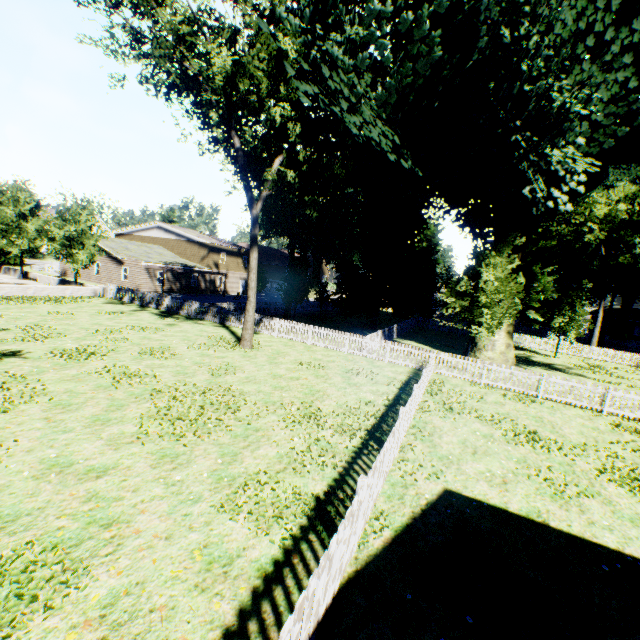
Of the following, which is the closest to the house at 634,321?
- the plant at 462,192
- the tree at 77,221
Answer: the plant at 462,192

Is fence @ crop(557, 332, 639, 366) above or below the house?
below

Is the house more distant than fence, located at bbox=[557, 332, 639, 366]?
Yes

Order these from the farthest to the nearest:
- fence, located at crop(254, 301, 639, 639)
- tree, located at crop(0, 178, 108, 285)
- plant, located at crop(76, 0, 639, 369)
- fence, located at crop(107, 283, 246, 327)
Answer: tree, located at crop(0, 178, 108, 285) → fence, located at crop(107, 283, 246, 327) → plant, located at crop(76, 0, 639, 369) → fence, located at crop(254, 301, 639, 639)

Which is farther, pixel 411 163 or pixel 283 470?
pixel 411 163

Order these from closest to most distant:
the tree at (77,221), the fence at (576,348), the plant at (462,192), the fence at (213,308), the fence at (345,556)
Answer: the fence at (345,556), the plant at (462,192), the fence at (213,308), the tree at (77,221), the fence at (576,348)

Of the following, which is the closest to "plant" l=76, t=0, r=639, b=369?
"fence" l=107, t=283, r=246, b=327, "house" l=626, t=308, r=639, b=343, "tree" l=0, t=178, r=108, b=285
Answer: "fence" l=107, t=283, r=246, b=327

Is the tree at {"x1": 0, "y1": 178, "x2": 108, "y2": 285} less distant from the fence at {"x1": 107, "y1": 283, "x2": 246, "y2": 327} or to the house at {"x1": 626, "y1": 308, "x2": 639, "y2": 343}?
the fence at {"x1": 107, "y1": 283, "x2": 246, "y2": 327}
